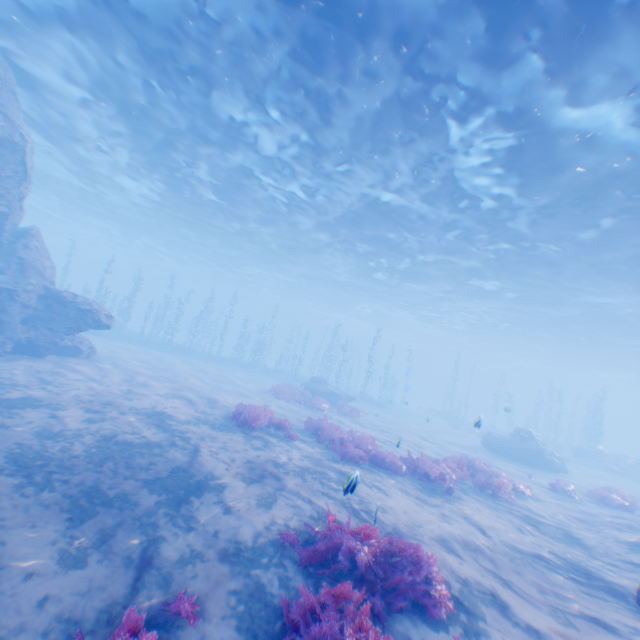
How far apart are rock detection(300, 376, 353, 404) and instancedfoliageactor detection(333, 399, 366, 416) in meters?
2.5 m

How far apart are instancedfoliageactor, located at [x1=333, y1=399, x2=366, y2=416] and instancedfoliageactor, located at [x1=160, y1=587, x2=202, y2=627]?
16.84m

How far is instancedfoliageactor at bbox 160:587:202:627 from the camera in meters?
4.2 m

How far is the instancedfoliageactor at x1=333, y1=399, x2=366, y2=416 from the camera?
21.0 meters

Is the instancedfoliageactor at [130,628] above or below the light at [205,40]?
below

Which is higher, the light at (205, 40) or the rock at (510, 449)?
the light at (205, 40)

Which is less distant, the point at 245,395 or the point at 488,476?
the point at 488,476

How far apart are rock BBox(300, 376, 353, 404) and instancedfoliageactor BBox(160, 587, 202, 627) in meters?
20.1 m
